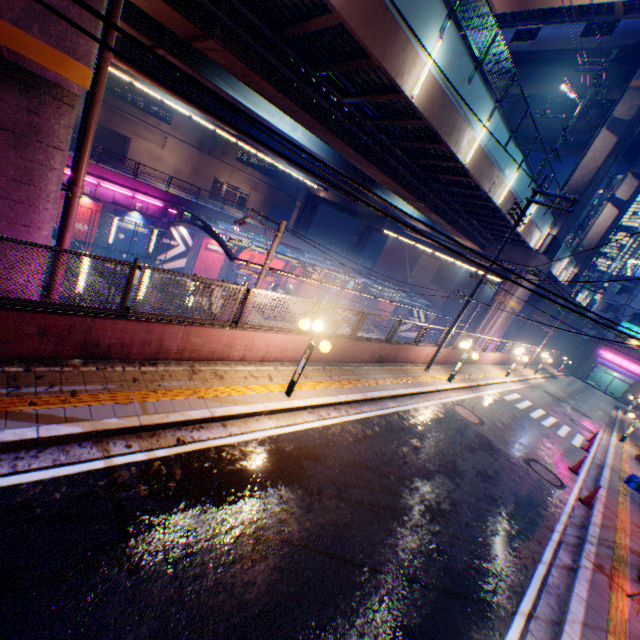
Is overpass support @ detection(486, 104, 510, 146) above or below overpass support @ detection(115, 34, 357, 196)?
above

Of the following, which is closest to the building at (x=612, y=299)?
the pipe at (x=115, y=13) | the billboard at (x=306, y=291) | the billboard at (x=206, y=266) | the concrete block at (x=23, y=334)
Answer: the concrete block at (x=23, y=334)

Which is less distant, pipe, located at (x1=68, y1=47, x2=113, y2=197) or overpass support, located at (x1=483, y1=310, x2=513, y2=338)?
pipe, located at (x1=68, y1=47, x2=113, y2=197)

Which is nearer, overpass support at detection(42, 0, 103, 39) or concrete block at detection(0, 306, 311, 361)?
overpass support at detection(42, 0, 103, 39)

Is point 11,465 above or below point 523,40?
below

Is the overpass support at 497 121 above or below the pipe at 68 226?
above
